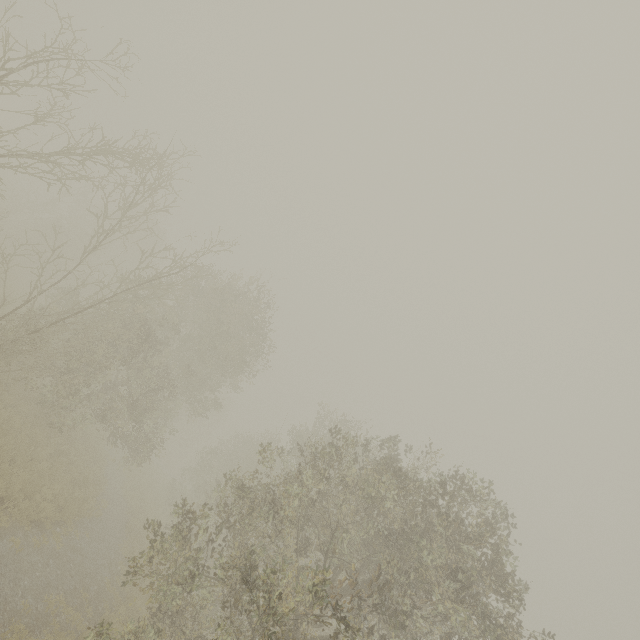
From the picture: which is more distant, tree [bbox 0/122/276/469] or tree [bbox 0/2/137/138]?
tree [bbox 0/122/276/469]

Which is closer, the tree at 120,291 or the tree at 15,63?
the tree at 15,63

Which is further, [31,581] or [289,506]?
[289,506]

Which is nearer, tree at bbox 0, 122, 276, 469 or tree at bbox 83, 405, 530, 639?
tree at bbox 83, 405, 530, 639

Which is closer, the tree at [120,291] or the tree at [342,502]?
the tree at [342,502]
